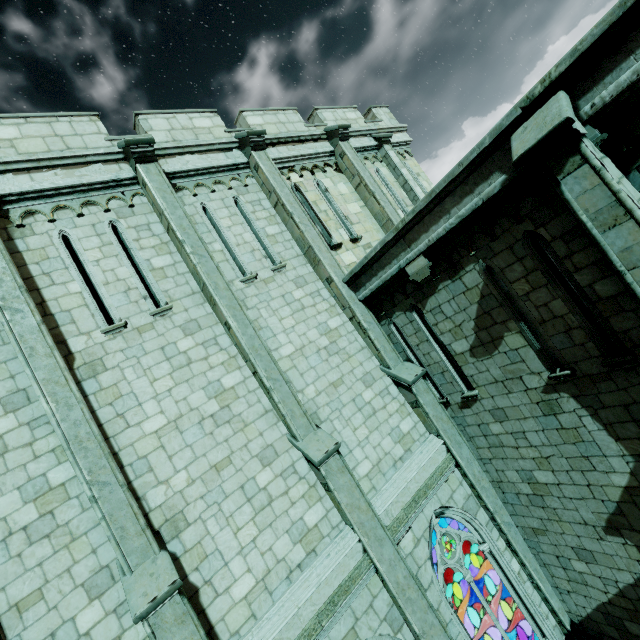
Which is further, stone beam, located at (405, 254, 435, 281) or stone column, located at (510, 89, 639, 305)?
stone beam, located at (405, 254, 435, 281)

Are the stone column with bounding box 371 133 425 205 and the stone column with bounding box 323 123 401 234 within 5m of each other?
yes

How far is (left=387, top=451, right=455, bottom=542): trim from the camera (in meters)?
6.78

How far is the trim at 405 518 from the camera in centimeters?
678cm

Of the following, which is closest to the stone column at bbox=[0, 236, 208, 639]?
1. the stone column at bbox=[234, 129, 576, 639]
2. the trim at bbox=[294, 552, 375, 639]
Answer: the trim at bbox=[294, 552, 375, 639]

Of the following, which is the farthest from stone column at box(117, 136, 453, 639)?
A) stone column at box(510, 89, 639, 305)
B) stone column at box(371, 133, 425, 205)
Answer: stone column at box(371, 133, 425, 205)

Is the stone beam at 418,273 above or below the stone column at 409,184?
below

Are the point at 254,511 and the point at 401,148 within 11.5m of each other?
no
